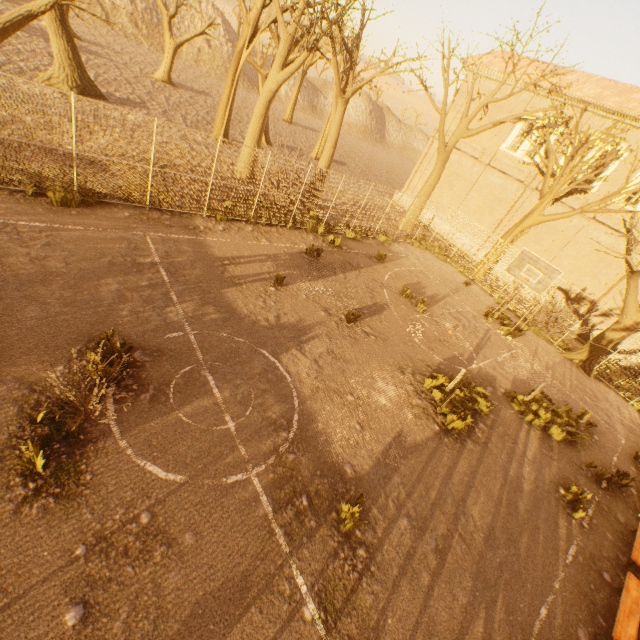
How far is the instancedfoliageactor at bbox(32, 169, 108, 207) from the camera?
9.3 meters

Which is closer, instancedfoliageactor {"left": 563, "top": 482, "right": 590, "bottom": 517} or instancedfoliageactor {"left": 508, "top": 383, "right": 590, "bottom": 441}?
instancedfoliageactor {"left": 563, "top": 482, "right": 590, "bottom": 517}

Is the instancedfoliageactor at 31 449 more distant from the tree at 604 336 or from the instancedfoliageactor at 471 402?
the instancedfoliageactor at 471 402

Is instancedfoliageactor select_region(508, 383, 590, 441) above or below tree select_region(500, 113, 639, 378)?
below

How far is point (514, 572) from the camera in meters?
6.4 m

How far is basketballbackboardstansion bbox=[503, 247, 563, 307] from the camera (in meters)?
12.53

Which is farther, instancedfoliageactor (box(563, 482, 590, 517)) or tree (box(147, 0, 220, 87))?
tree (box(147, 0, 220, 87))

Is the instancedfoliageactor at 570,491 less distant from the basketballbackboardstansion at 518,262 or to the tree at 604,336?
the tree at 604,336
